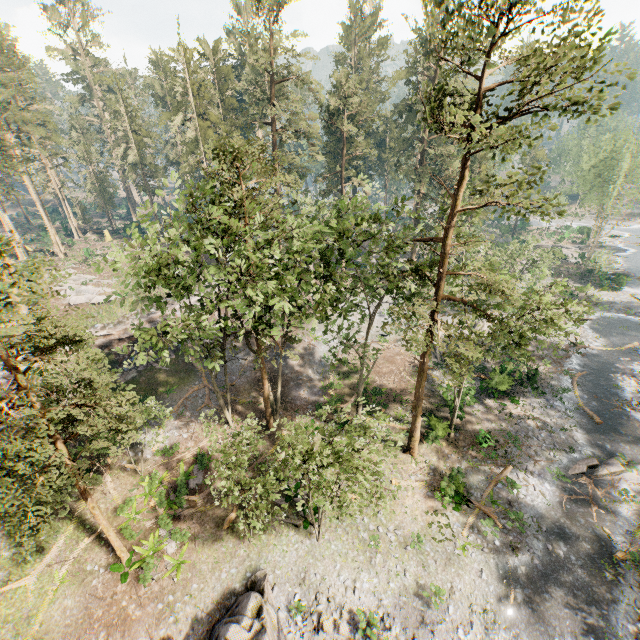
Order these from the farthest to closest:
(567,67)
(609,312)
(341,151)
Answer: (341,151)
(609,312)
(567,67)

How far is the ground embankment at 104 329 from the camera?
30.5m

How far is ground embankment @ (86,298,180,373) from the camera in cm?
3048

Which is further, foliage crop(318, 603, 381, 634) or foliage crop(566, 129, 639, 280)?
foliage crop(566, 129, 639, 280)

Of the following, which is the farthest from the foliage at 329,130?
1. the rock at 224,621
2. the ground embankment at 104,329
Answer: the rock at 224,621

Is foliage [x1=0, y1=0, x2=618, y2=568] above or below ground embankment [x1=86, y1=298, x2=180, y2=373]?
above

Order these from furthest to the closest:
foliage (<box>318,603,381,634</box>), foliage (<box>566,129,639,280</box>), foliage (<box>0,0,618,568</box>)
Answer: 1. foliage (<box>566,129,639,280</box>)
2. foliage (<box>318,603,381,634</box>)
3. foliage (<box>0,0,618,568</box>)
